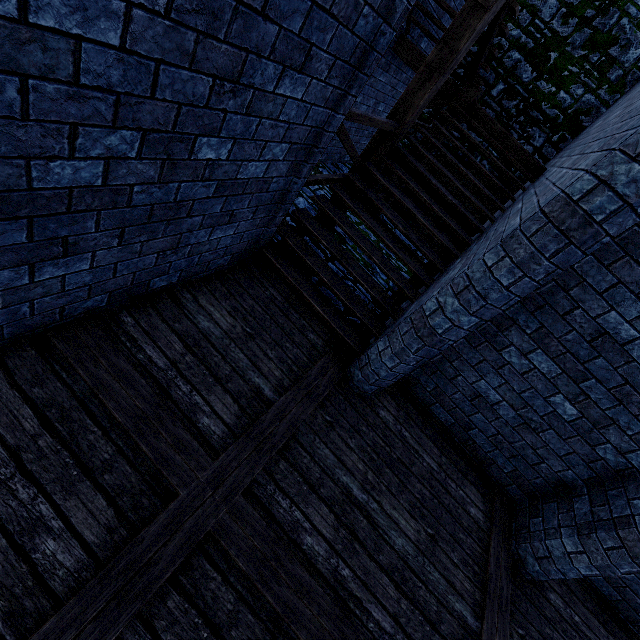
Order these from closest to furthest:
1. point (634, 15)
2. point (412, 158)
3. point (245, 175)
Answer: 1. point (245, 175)
2. point (412, 158)
3. point (634, 15)

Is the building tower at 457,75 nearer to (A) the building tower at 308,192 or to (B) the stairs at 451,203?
(B) the stairs at 451,203

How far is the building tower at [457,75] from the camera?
8.62m

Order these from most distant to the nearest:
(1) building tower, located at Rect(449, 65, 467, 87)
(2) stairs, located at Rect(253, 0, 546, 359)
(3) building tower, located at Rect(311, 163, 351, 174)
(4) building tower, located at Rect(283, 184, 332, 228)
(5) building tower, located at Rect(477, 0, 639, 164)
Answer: (1) building tower, located at Rect(449, 65, 467, 87)
(3) building tower, located at Rect(311, 163, 351, 174)
(5) building tower, located at Rect(477, 0, 639, 164)
(4) building tower, located at Rect(283, 184, 332, 228)
(2) stairs, located at Rect(253, 0, 546, 359)

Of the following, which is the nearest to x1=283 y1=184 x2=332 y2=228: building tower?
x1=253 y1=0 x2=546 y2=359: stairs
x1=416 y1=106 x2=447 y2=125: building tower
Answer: x1=253 y1=0 x2=546 y2=359: stairs

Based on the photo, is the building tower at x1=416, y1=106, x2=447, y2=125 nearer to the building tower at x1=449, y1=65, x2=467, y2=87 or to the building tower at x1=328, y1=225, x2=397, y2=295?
the building tower at x1=449, y1=65, x2=467, y2=87

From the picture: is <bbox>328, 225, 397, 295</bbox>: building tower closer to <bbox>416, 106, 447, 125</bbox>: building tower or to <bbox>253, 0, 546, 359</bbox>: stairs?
<bbox>253, 0, 546, 359</bbox>: stairs

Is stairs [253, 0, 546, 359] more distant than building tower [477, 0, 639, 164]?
No
